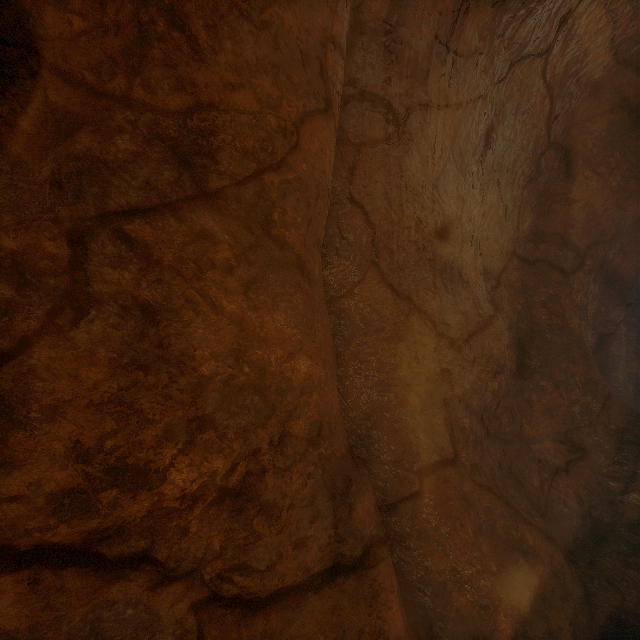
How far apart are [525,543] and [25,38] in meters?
4.1
